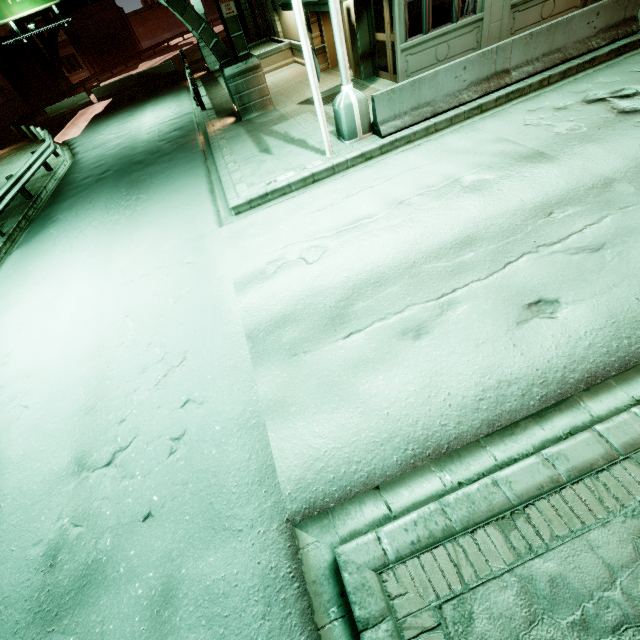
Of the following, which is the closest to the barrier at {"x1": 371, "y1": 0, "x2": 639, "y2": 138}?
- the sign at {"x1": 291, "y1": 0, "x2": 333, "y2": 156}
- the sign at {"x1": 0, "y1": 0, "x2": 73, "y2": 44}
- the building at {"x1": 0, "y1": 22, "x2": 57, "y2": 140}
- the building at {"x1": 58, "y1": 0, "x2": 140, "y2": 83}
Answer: the sign at {"x1": 291, "y1": 0, "x2": 333, "y2": 156}

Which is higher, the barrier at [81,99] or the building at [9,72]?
the building at [9,72]

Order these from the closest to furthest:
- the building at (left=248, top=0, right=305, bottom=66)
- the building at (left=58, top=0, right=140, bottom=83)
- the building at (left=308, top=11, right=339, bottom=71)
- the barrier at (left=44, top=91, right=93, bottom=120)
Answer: the building at (left=308, top=11, right=339, bottom=71) → the building at (left=248, top=0, right=305, bottom=66) → the barrier at (left=44, top=91, right=93, bottom=120) → the building at (left=58, top=0, right=140, bottom=83)

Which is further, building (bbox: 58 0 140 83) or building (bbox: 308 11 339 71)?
building (bbox: 58 0 140 83)

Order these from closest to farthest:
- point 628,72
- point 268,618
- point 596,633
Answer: point 596,633 < point 268,618 < point 628,72

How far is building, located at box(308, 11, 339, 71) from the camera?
14.2m

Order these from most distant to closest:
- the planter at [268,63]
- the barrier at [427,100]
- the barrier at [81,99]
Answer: the barrier at [81,99] < the planter at [268,63] < the barrier at [427,100]

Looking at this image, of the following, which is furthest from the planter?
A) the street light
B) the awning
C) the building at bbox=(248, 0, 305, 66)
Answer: the street light
